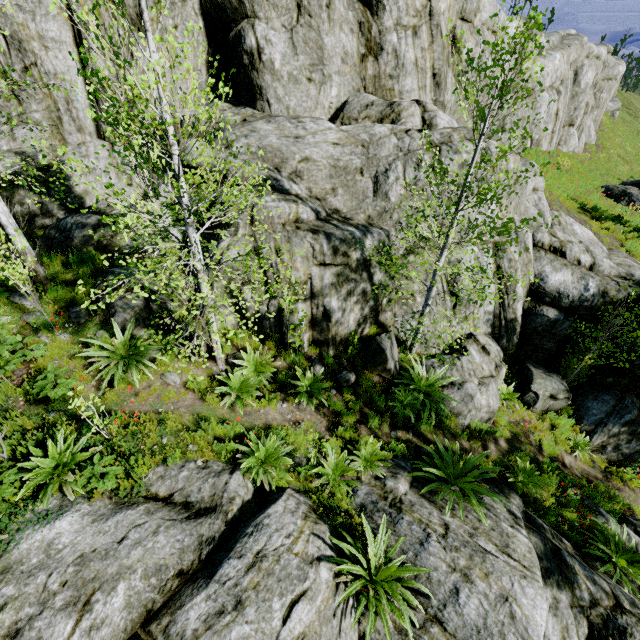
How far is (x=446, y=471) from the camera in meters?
7.0

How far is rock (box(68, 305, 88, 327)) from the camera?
7.0m

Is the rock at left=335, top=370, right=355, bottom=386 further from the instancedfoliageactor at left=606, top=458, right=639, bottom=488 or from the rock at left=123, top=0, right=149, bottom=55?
the instancedfoliageactor at left=606, top=458, right=639, bottom=488

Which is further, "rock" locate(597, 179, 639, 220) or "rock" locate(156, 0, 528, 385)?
"rock" locate(597, 179, 639, 220)

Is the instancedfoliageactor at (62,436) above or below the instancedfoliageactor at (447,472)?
above

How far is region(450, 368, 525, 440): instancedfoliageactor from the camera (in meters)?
8.77

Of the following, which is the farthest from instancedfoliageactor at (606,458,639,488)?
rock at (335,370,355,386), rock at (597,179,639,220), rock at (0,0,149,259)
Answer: rock at (597,179,639,220)

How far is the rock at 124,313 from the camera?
7.10m
